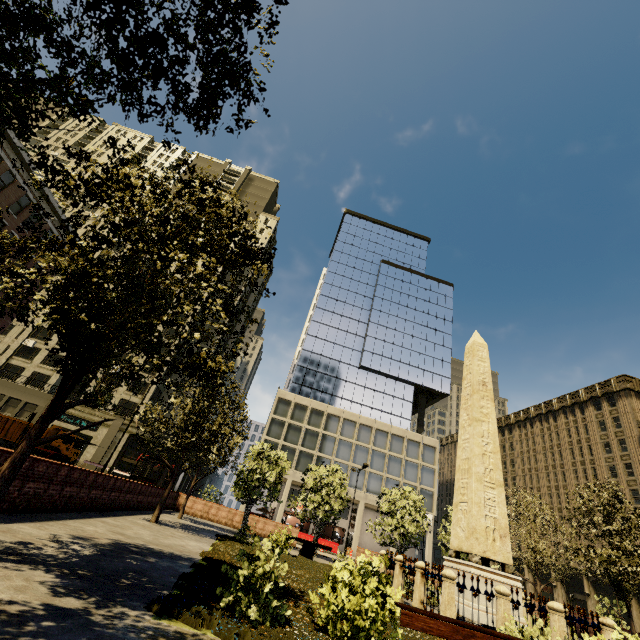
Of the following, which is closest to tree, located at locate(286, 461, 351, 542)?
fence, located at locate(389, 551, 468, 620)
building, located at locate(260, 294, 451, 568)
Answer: fence, located at locate(389, 551, 468, 620)

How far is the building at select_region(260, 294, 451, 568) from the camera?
43.6 meters

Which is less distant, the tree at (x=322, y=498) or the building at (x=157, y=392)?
the tree at (x=322, y=498)

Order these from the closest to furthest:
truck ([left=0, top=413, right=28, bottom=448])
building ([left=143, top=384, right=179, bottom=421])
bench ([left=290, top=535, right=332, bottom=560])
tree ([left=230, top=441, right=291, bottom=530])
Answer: bench ([left=290, top=535, right=332, bottom=560])
tree ([left=230, top=441, right=291, bottom=530])
truck ([left=0, top=413, right=28, bottom=448])
building ([left=143, top=384, right=179, bottom=421])

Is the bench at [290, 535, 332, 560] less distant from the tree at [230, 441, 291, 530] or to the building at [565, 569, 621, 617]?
the tree at [230, 441, 291, 530]

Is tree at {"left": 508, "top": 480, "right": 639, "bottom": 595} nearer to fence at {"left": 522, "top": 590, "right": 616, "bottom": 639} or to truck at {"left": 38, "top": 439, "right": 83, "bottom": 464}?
fence at {"left": 522, "top": 590, "right": 616, "bottom": 639}

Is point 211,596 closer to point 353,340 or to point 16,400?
point 16,400

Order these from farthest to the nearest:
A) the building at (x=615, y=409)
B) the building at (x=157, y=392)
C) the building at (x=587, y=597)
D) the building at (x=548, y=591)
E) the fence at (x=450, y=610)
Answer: the building at (x=157, y=392)
the building at (x=548, y=591)
the building at (x=615, y=409)
the building at (x=587, y=597)
the fence at (x=450, y=610)
